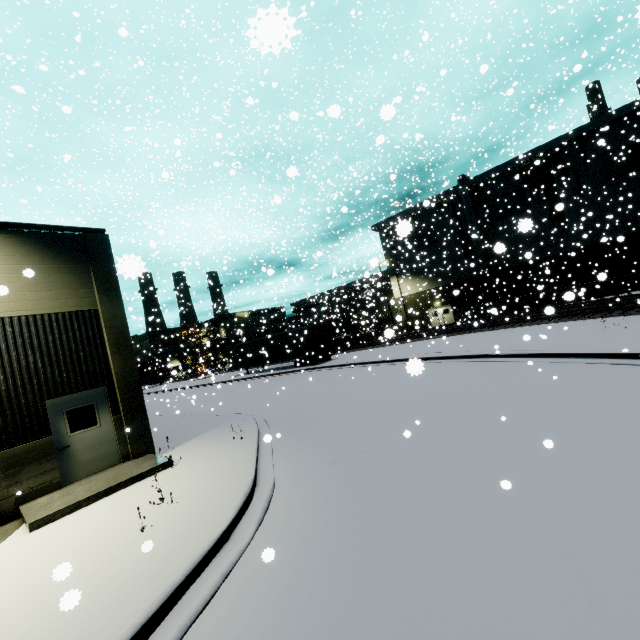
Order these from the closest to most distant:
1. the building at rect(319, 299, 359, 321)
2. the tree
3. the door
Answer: the door, the tree, the building at rect(319, 299, 359, 321)

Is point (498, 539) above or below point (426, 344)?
below

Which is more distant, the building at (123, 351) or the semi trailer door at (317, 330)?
the semi trailer door at (317, 330)

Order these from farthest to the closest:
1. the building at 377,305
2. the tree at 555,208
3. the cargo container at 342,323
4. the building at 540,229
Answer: the cargo container at 342,323
the building at 377,305
the tree at 555,208
the building at 540,229

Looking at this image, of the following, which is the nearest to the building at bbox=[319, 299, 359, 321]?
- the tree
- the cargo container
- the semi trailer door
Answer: the tree

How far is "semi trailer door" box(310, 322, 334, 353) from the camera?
28.7 meters

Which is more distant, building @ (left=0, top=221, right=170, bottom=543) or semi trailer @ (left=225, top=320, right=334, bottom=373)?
semi trailer @ (left=225, top=320, right=334, bottom=373)

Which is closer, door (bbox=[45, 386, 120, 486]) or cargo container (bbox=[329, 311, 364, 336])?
door (bbox=[45, 386, 120, 486])
